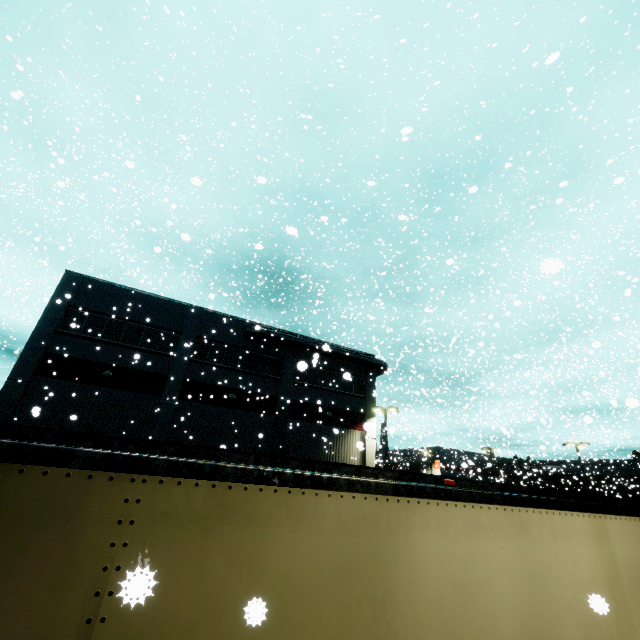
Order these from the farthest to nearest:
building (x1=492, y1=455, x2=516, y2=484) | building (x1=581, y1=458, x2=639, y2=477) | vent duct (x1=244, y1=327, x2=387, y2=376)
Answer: building (x1=492, y1=455, x2=516, y2=484), building (x1=581, y1=458, x2=639, y2=477), vent duct (x1=244, y1=327, x2=387, y2=376)

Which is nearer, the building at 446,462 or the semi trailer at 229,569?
the semi trailer at 229,569

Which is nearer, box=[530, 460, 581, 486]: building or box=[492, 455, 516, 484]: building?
box=[530, 460, 581, 486]: building

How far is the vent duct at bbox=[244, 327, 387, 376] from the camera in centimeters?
2489cm

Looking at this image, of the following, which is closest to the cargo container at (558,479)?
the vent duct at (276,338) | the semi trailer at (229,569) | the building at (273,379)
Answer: the semi trailer at (229,569)

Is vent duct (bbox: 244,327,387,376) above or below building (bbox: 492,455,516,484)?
above

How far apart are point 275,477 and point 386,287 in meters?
26.2
